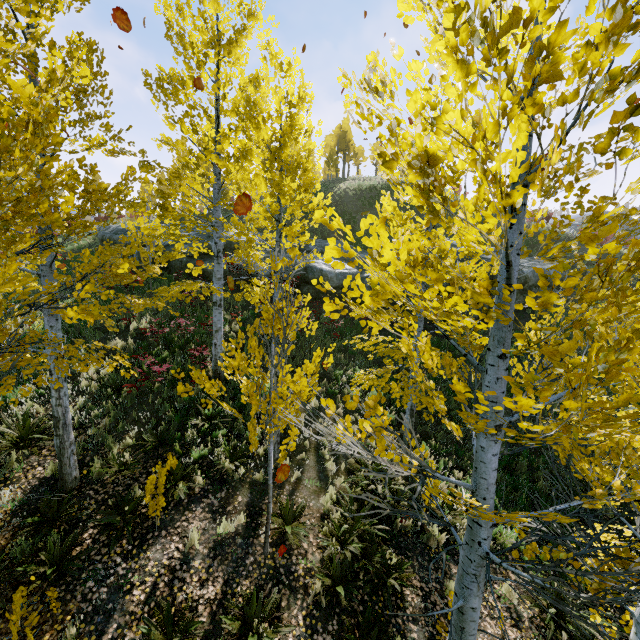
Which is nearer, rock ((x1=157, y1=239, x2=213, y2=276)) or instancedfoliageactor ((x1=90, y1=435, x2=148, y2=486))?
instancedfoliageactor ((x1=90, y1=435, x2=148, y2=486))

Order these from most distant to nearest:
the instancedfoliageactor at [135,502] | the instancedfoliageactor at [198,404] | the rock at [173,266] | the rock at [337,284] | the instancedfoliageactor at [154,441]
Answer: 1. the rock at [173,266]
2. the rock at [337,284]
3. the instancedfoliageactor at [154,441]
4. the instancedfoliageactor at [135,502]
5. the instancedfoliageactor at [198,404]

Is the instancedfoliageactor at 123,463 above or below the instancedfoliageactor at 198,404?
below

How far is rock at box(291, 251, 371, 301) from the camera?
16.28m

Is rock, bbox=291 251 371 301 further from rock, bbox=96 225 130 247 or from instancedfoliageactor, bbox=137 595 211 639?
instancedfoliageactor, bbox=137 595 211 639

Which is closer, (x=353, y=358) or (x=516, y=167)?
(x=516, y=167)

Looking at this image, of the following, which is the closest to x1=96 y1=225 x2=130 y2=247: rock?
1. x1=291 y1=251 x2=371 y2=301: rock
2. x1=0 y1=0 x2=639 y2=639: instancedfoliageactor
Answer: x1=291 y1=251 x2=371 y2=301: rock
